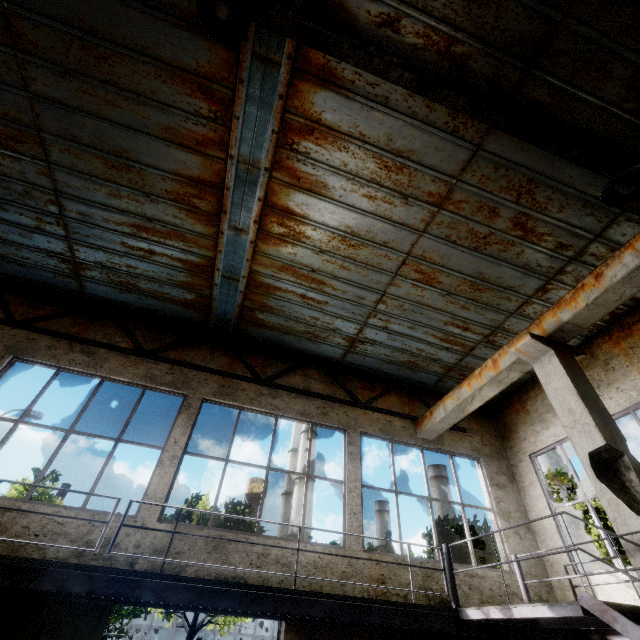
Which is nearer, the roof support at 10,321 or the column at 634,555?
the column at 634,555

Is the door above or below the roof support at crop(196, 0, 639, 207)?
below

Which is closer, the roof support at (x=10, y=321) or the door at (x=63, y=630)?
the door at (x=63, y=630)

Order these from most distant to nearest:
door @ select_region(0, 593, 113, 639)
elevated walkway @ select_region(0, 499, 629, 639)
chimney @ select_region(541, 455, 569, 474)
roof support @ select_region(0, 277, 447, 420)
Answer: chimney @ select_region(541, 455, 569, 474) → roof support @ select_region(0, 277, 447, 420) → door @ select_region(0, 593, 113, 639) → elevated walkway @ select_region(0, 499, 629, 639)

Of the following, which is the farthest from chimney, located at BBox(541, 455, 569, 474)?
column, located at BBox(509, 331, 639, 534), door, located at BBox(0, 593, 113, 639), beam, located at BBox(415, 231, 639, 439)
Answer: door, located at BBox(0, 593, 113, 639)

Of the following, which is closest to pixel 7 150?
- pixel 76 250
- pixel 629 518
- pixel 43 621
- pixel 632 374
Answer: pixel 76 250

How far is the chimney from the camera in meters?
58.3

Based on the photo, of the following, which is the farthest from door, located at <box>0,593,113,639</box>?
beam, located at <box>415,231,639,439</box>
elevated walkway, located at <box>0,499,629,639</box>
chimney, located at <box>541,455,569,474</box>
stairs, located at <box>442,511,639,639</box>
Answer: chimney, located at <box>541,455,569,474</box>
